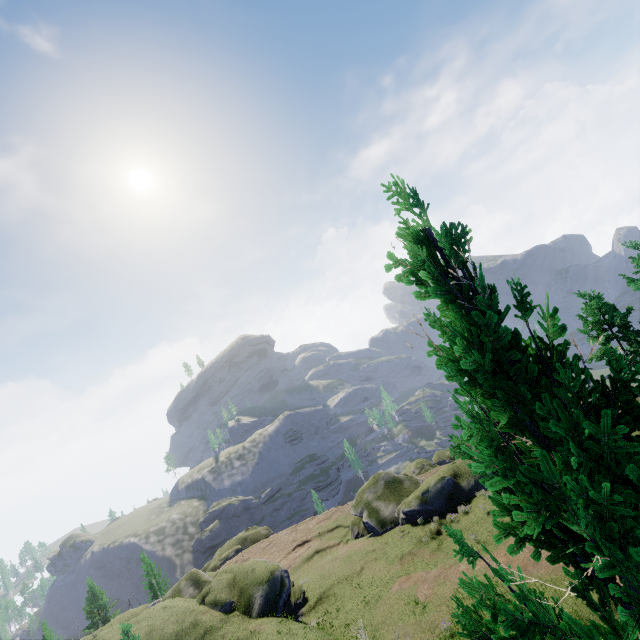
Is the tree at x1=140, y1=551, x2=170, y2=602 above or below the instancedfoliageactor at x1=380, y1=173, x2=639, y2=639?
below

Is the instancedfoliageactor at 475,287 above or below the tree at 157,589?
above

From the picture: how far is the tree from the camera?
46.1m

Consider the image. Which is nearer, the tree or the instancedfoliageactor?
the instancedfoliageactor

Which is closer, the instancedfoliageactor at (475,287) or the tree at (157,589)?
the instancedfoliageactor at (475,287)

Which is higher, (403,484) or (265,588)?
(265,588)
